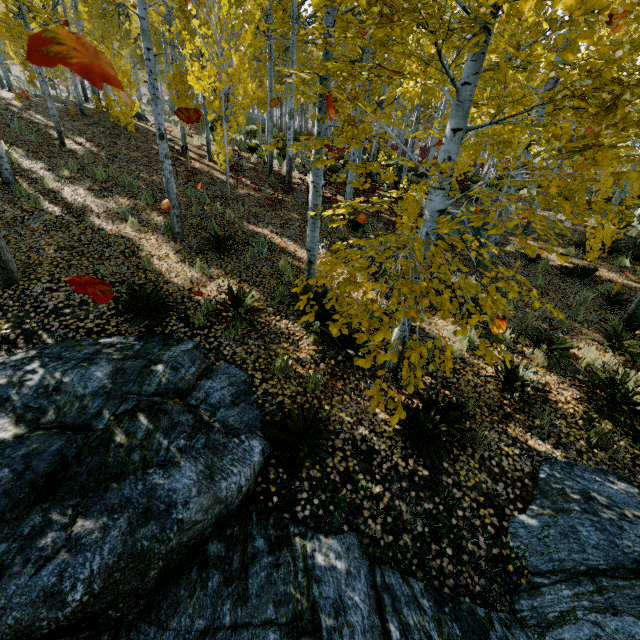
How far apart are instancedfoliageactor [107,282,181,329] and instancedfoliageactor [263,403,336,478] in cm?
302

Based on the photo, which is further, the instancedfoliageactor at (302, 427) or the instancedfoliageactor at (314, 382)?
the instancedfoliageactor at (314, 382)

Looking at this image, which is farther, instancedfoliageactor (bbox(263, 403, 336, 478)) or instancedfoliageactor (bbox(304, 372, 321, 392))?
instancedfoliageactor (bbox(304, 372, 321, 392))

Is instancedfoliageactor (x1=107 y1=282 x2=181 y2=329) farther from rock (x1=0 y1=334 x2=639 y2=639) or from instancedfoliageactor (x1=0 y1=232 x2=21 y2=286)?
instancedfoliageactor (x1=0 y1=232 x2=21 y2=286)

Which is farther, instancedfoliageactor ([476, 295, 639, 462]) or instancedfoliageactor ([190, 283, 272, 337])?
instancedfoliageactor ([190, 283, 272, 337])

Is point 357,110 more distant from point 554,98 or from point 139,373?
point 139,373

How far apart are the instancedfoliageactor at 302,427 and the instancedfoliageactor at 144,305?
3.0 meters

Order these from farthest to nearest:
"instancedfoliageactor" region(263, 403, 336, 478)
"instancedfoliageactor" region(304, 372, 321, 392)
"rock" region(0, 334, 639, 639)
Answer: "instancedfoliageactor" region(304, 372, 321, 392), "instancedfoliageactor" region(263, 403, 336, 478), "rock" region(0, 334, 639, 639)
